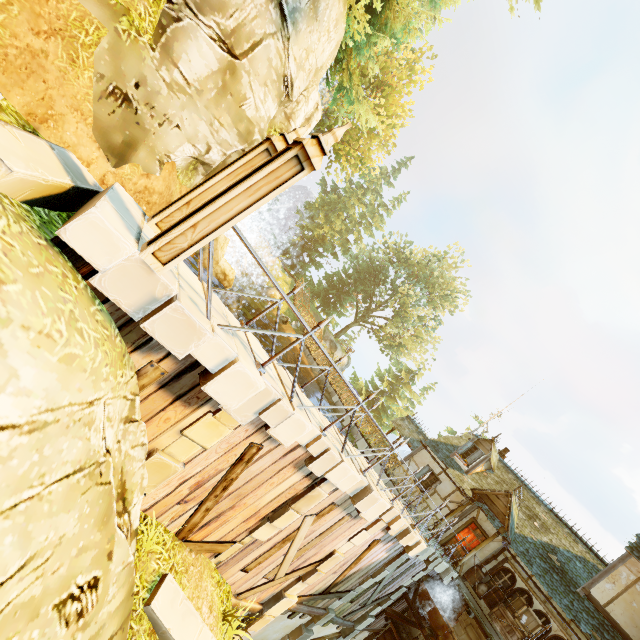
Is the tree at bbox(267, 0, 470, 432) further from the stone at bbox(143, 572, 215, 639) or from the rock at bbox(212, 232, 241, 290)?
the stone at bbox(143, 572, 215, 639)

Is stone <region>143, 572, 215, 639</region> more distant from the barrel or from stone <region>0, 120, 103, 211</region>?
the barrel

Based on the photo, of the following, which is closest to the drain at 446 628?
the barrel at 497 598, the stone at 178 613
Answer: the barrel at 497 598

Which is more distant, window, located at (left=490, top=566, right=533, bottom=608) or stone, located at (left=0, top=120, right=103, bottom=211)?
window, located at (left=490, top=566, right=533, bottom=608)

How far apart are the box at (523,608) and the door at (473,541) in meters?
2.2

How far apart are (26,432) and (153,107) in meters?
6.5 m

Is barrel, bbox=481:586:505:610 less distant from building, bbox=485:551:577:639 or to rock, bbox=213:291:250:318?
building, bbox=485:551:577:639

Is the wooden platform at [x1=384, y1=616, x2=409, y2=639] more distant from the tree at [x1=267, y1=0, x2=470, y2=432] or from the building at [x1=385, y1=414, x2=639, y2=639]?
the tree at [x1=267, y1=0, x2=470, y2=432]
